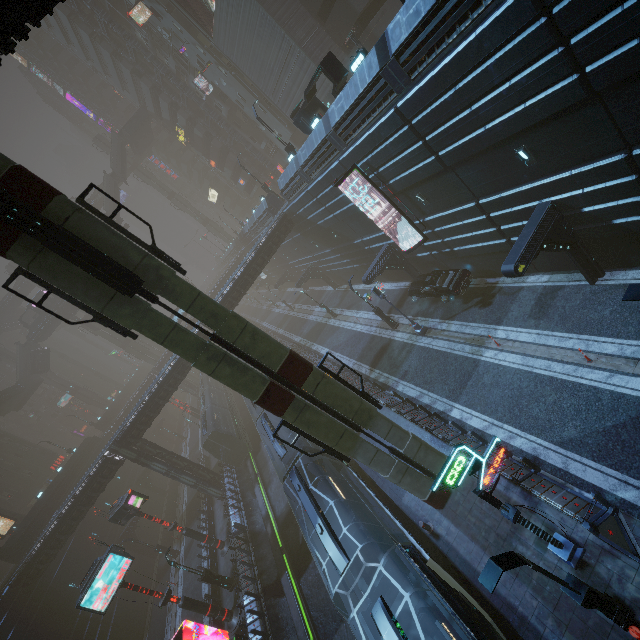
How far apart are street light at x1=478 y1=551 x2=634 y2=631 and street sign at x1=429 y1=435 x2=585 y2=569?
0.8m

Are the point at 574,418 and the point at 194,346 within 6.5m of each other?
no

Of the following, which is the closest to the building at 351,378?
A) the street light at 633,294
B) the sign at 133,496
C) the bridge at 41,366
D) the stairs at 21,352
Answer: the sign at 133,496

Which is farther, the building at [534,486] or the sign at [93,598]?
the sign at [93,598]

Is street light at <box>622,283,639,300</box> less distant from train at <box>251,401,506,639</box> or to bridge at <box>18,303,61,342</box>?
train at <box>251,401,506,639</box>

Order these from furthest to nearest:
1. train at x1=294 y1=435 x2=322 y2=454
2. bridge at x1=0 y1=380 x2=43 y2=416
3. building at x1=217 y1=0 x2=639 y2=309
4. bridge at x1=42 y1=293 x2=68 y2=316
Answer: bridge at x1=42 y1=293 x2=68 y2=316
bridge at x1=0 y1=380 x2=43 y2=416
train at x1=294 y1=435 x2=322 y2=454
building at x1=217 y1=0 x2=639 y2=309

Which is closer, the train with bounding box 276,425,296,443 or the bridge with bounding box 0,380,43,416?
the train with bounding box 276,425,296,443

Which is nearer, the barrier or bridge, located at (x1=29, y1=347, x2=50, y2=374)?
the barrier
